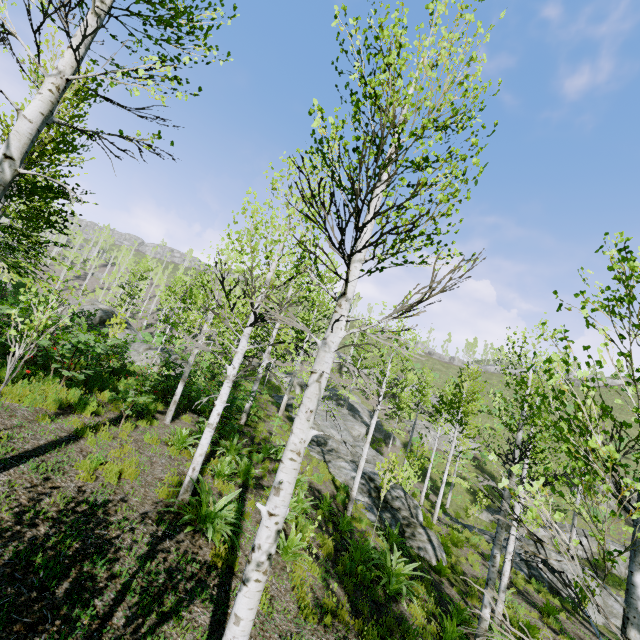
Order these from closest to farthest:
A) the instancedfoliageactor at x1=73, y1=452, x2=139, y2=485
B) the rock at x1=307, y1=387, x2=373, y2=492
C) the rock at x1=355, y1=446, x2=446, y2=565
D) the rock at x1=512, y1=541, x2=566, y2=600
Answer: the instancedfoliageactor at x1=73, y1=452, x2=139, y2=485 < the rock at x1=355, y1=446, x2=446, y2=565 < the rock at x1=512, y1=541, x2=566, y2=600 < the rock at x1=307, y1=387, x2=373, y2=492

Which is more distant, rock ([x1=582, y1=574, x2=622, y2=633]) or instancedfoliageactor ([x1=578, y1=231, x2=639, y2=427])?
rock ([x1=582, y1=574, x2=622, y2=633])

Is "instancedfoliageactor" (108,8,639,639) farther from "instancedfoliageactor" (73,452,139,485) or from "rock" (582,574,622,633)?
"rock" (582,574,622,633)

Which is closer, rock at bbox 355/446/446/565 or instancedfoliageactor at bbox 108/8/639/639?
instancedfoliageactor at bbox 108/8/639/639

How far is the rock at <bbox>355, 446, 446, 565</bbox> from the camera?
12.72m

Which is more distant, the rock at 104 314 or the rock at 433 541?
the rock at 104 314

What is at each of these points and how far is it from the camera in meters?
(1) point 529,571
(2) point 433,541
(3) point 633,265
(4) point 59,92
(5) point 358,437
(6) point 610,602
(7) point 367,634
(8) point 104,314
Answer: (1) rock, 15.9 m
(2) rock, 13.2 m
(3) instancedfoliageactor, 2.6 m
(4) instancedfoliageactor, 3.5 m
(5) rock, 27.2 m
(6) rock, 15.2 m
(7) instancedfoliageactor, 6.0 m
(8) rock, 23.5 m

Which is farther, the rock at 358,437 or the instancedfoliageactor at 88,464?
the rock at 358,437
